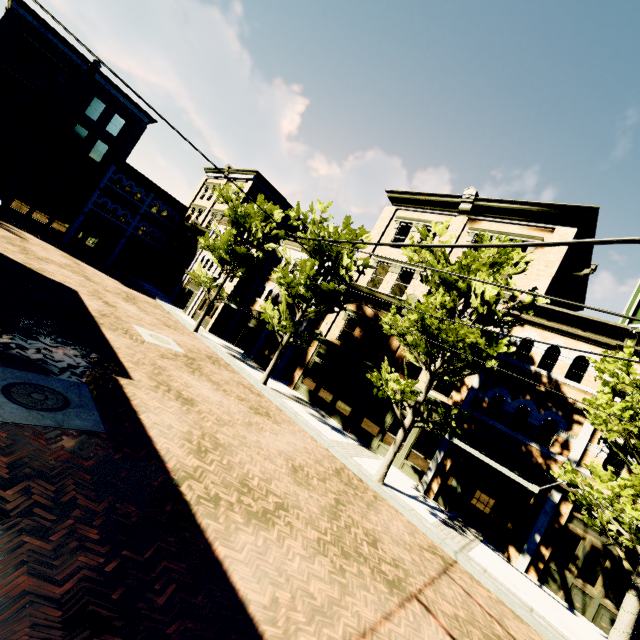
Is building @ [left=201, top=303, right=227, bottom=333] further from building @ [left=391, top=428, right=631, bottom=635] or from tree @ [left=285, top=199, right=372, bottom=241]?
tree @ [left=285, top=199, right=372, bottom=241]

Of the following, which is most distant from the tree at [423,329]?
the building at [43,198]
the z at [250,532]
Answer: the building at [43,198]

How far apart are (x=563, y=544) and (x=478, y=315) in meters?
8.6 m

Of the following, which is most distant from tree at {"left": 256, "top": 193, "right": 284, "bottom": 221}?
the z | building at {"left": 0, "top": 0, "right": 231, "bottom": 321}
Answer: building at {"left": 0, "top": 0, "right": 231, "bottom": 321}

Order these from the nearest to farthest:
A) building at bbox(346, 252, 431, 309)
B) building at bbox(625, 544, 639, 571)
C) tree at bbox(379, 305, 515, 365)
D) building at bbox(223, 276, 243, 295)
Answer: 1. building at bbox(625, 544, 639, 571)
2. tree at bbox(379, 305, 515, 365)
3. building at bbox(346, 252, 431, 309)
4. building at bbox(223, 276, 243, 295)

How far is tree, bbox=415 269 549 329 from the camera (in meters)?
10.93

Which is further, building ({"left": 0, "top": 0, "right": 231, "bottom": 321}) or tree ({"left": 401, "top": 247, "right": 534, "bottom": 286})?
building ({"left": 0, "top": 0, "right": 231, "bottom": 321})

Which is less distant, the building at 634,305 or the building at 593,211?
the building at 634,305
